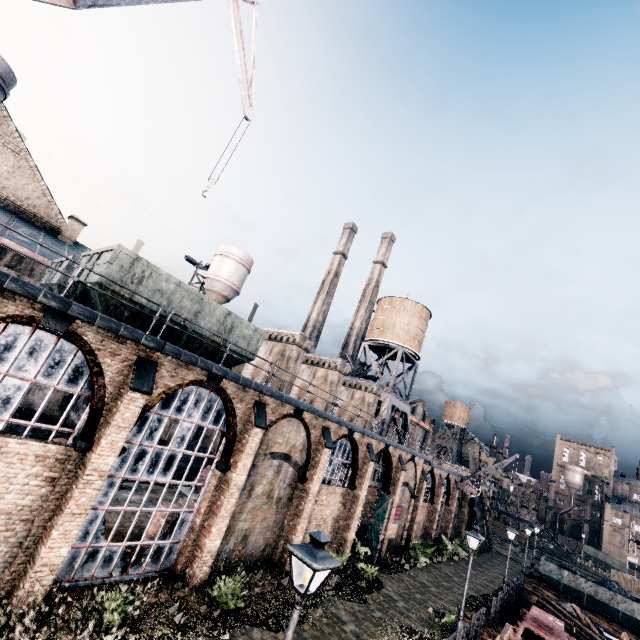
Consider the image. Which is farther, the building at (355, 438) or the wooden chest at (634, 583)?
the wooden chest at (634, 583)

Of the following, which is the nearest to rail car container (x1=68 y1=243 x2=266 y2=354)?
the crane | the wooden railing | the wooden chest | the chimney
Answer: the chimney

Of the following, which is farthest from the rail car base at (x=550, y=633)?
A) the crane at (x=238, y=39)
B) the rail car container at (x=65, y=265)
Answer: the crane at (x=238, y=39)

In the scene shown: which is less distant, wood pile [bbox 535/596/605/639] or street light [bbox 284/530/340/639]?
street light [bbox 284/530/340/639]

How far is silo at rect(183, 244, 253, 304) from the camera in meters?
40.9

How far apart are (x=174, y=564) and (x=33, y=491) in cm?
692

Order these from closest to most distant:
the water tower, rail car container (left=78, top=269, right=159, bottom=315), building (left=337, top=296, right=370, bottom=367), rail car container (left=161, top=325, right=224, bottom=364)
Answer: rail car container (left=78, top=269, right=159, bottom=315), rail car container (left=161, top=325, right=224, bottom=364), the water tower, building (left=337, top=296, right=370, bottom=367)

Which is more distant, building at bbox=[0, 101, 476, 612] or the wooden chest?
A: the wooden chest
